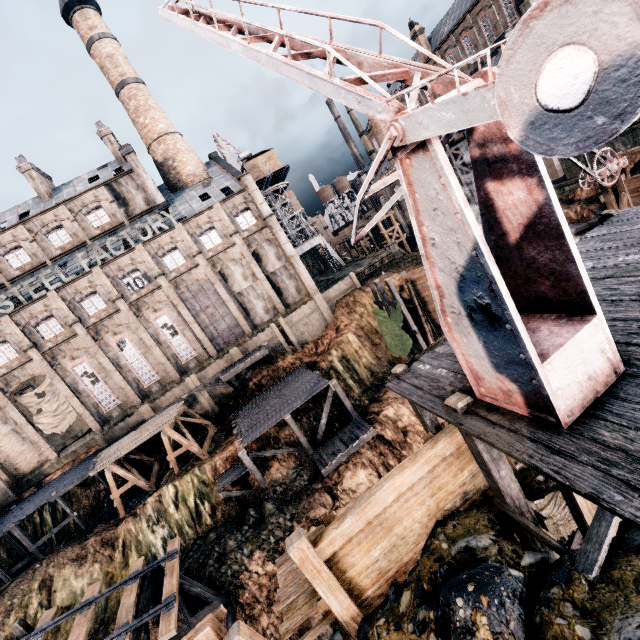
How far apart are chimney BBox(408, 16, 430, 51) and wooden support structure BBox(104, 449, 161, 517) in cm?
6205

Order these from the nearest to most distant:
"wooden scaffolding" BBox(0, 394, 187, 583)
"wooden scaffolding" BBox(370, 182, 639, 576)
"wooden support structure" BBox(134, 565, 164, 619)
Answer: "wooden scaffolding" BBox(370, 182, 639, 576), "wooden support structure" BBox(134, 565, 164, 619), "wooden scaffolding" BBox(0, 394, 187, 583)

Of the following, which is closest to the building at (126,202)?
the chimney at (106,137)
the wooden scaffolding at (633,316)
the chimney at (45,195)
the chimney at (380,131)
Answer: the chimney at (106,137)

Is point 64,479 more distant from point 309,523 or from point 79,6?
point 79,6

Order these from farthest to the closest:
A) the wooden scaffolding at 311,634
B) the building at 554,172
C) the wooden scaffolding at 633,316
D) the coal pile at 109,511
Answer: the building at 554,172
the coal pile at 109,511
the wooden scaffolding at 311,634
the wooden scaffolding at 633,316

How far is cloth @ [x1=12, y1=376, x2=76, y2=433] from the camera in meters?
31.5

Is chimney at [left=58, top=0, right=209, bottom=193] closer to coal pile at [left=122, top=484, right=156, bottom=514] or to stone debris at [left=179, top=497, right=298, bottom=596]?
coal pile at [left=122, top=484, right=156, bottom=514]

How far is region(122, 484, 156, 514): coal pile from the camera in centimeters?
2512cm
